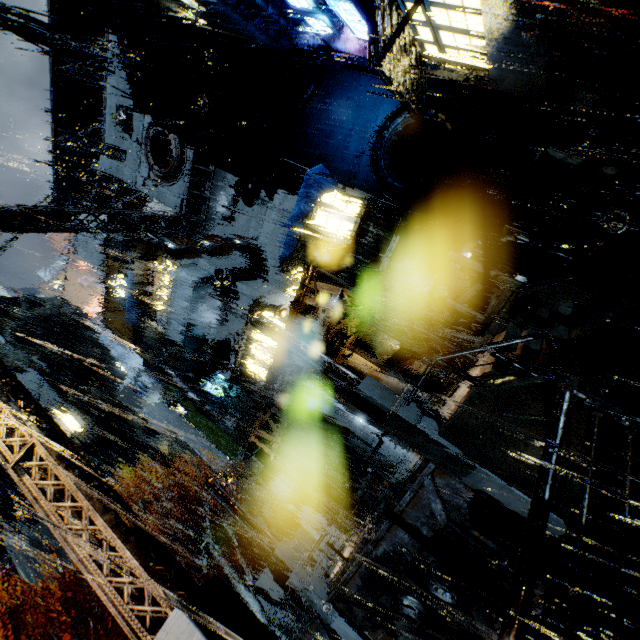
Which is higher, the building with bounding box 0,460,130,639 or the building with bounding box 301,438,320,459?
the building with bounding box 0,460,130,639

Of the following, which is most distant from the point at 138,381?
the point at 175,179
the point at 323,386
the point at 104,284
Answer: the point at 323,386

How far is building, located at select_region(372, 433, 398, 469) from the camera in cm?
1431

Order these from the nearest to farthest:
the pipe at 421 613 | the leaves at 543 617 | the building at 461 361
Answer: the leaves at 543 617
the pipe at 421 613
the building at 461 361

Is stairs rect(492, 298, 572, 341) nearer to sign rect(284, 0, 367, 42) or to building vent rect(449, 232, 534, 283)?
building vent rect(449, 232, 534, 283)

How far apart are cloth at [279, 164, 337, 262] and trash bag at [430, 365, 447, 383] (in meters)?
11.08

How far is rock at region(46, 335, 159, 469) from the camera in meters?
46.8 m

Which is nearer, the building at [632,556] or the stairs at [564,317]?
the building at [632,556]
